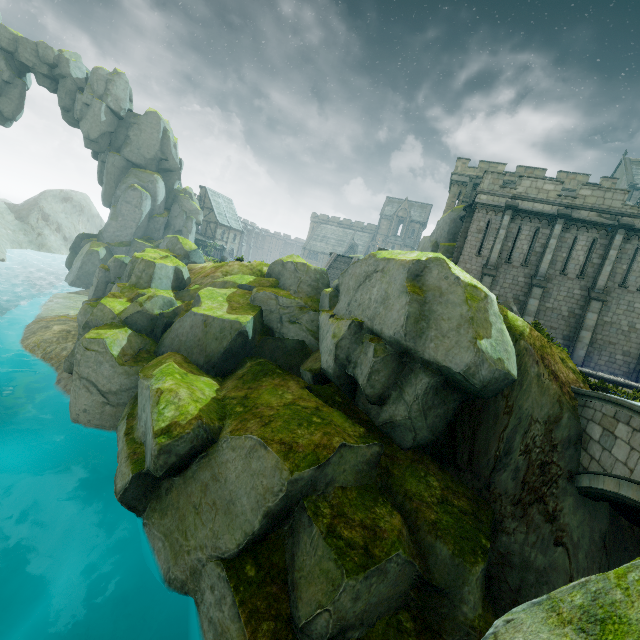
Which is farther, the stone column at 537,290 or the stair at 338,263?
the stair at 338,263

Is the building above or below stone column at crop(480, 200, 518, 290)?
above

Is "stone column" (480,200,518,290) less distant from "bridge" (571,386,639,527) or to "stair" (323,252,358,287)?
"bridge" (571,386,639,527)

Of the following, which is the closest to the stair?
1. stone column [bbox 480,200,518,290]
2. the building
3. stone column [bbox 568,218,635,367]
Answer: stone column [bbox 480,200,518,290]

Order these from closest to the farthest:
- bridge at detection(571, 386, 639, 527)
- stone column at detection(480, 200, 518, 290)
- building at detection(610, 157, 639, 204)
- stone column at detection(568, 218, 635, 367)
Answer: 1. bridge at detection(571, 386, 639, 527)
2. stone column at detection(568, 218, 635, 367)
3. stone column at detection(480, 200, 518, 290)
4. building at detection(610, 157, 639, 204)

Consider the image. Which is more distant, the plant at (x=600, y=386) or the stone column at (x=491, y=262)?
the stone column at (x=491, y=262)

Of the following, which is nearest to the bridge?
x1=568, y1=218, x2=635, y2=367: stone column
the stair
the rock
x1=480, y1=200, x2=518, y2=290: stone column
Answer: the rock

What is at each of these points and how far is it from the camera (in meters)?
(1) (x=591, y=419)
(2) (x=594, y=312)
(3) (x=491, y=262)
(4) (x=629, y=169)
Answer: (1) bridge, 9.93
(2) stone column, 19.47
(3) stone column, 21.42
(4) building, 47.25
